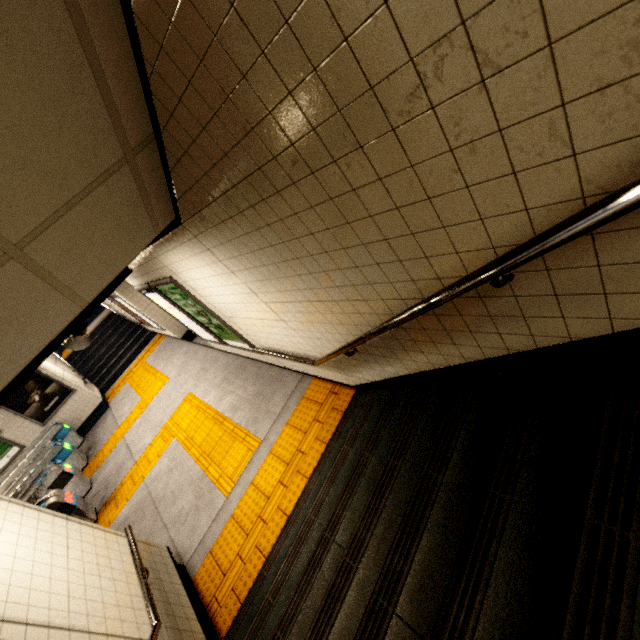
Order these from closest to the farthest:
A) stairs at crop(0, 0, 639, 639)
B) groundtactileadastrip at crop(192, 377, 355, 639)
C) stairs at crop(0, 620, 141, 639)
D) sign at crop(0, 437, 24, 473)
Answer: stairs at crop(0, 0, 639, 639) < stairs at crop(0, 620, 141, 639) < groundtactileadastrip at crop(192, 377, 355, 639) < sign at crop(0, 437, 24, 473)

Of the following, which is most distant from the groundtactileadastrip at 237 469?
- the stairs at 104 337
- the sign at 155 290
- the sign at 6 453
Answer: the sign at 6 453

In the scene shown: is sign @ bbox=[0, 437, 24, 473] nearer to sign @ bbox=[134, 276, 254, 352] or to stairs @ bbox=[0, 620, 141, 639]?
sign @ bbox=[134, 276, 254, 352]

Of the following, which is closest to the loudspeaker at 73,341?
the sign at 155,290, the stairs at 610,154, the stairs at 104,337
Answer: the sign at 155,290

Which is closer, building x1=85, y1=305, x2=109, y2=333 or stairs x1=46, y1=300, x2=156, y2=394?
stairs x1=46, y1=300, x2=156, y2=394

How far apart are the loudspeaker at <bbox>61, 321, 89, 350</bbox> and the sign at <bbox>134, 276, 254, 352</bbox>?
1.1 meters

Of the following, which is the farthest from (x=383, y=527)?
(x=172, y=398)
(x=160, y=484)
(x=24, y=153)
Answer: (x=172, y=398)

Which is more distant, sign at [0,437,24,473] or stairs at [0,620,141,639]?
sign at [0,437,24,473]
